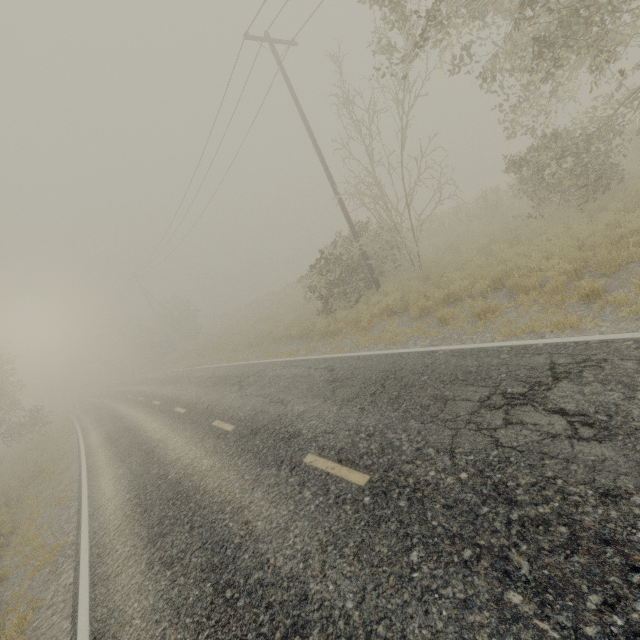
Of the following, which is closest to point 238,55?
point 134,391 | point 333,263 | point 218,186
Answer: point 333,263
